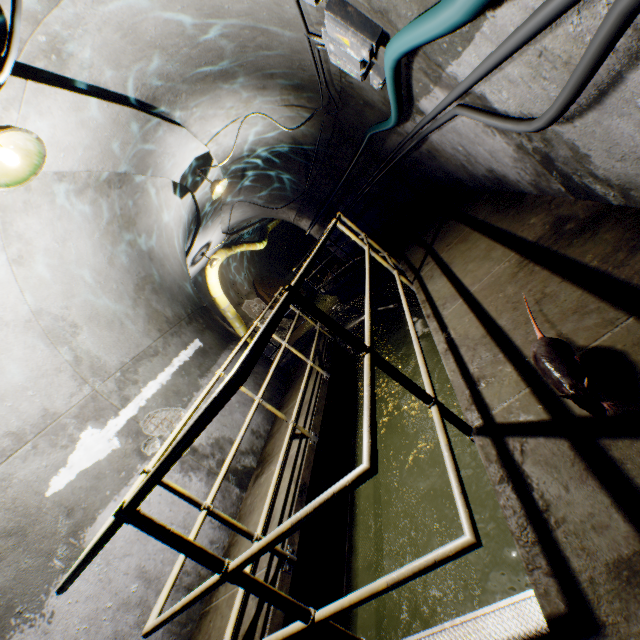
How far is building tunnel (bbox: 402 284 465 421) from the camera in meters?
3.6

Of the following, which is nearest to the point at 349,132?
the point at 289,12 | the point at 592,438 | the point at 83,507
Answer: the point at 289,12

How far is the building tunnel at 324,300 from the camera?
14.0 meters

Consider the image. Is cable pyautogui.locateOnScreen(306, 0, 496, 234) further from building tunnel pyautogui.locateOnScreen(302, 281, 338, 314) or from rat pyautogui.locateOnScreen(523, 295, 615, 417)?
rat pyautogui.locateOnScreen(523, 295, 615, 417)

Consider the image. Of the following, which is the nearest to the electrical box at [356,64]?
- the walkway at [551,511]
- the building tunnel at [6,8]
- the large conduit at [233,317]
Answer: the building tunnel at [6,8]

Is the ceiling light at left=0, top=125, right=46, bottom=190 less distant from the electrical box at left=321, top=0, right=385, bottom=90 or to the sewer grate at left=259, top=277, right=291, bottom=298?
the electrical box at left=321, top=0, right=385, bottom=90

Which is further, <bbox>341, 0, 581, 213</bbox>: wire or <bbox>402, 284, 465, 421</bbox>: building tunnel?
<bbox>402, 284, 465, 421</bbox>: building tunnel
